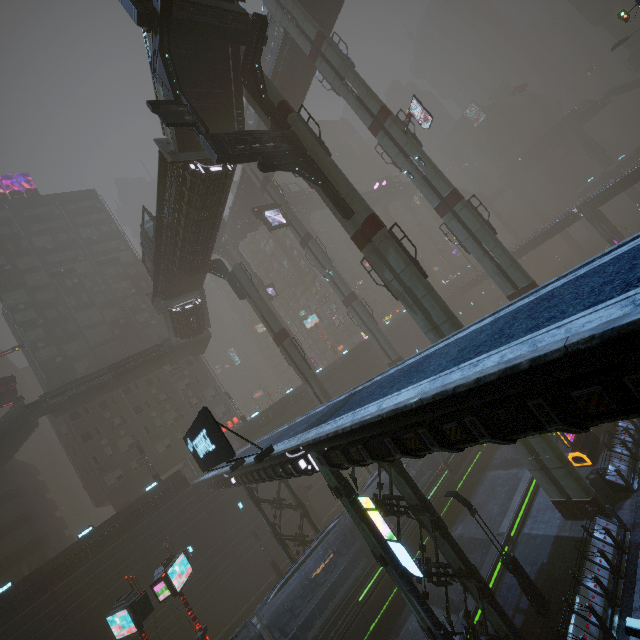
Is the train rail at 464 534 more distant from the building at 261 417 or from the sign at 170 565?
the sign at 170 565

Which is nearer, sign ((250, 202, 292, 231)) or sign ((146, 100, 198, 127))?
sign ((146, 100, 198, 127))

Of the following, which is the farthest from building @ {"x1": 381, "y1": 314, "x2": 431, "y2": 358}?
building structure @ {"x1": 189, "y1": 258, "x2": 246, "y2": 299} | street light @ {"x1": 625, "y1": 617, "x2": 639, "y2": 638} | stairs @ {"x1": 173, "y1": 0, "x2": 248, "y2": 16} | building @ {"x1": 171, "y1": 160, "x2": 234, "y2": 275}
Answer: building @ {"x1": 171, "y1": 160, "x2": 234, "y2": 275}

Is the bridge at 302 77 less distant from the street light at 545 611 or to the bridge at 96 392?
the bridge at 96 392

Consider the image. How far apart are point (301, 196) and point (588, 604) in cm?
5873

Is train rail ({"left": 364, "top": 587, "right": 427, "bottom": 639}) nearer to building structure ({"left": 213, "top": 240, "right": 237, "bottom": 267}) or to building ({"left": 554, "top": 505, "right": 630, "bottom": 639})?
building ({"left": 554, "top": 505, "right": 630, "bottom": 639})

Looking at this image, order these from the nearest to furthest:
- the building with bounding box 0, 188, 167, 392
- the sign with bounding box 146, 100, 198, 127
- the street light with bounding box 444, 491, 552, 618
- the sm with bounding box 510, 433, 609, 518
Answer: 1. the street light with bounding box 444, 491, 552, 618
2. the sign with bounding box 146, 100, 198, 127
3. the sm with bounding box 510, 433, 609, 518
4. the building with bounding box 0, 188, 167, 392

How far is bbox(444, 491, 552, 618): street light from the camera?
13.4 meters
